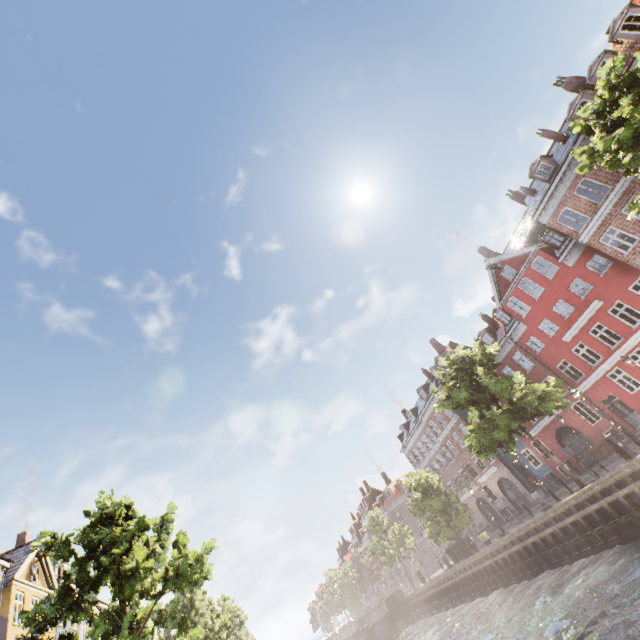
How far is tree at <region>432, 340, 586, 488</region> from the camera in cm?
1842

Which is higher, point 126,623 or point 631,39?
point 631,39

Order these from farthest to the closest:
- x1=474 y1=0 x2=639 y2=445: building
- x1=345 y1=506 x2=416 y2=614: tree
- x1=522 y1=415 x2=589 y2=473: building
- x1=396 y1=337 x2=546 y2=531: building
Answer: x1=345 y1=506 x2=416 y2=614: tree → x1=396 y1=337 x2=546 y2=531: building → x1=522 y1=415 x2=589 y2=473: building → x1=474 y1=0 x2=639 y2=445: building

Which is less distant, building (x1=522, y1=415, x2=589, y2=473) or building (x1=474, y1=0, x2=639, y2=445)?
building (x1=474, y1=0, x2=639, y2=445)

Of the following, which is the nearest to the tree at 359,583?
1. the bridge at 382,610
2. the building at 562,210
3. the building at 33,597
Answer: the bridge at 382,610

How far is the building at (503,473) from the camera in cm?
3278

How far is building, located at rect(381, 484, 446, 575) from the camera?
52.0 meters

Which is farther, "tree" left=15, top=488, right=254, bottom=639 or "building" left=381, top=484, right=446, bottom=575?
"building" left=381, top=484, right=446, bottom=575
